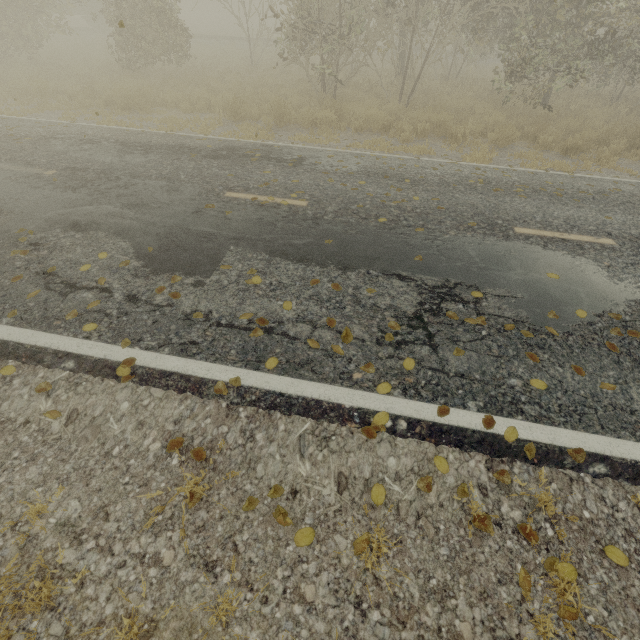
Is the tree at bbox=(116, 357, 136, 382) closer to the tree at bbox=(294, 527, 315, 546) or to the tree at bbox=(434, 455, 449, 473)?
the tree at bbox=(294, 527, 315, 546)

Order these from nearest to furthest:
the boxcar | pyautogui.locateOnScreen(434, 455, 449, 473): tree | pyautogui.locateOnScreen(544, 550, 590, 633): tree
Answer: pyautogui.locateOnScreen(544, 550, 590, 633): tree
pyautogui.locateOnScreen(434, 455, 449, 473): tree
the boxcar

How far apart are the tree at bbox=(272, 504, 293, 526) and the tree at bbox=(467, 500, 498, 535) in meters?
1.2 m

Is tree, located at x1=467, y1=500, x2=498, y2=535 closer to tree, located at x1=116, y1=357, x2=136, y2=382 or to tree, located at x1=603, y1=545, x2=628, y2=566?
tree, located at x1=116, y1=357, x2=136, y2=382

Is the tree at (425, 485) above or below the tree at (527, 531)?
above

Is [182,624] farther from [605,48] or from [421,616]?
[605,48]

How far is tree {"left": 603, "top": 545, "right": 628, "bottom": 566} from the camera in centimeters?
226cm

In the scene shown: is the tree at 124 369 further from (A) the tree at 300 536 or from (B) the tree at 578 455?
(B) the tree at 578 455
